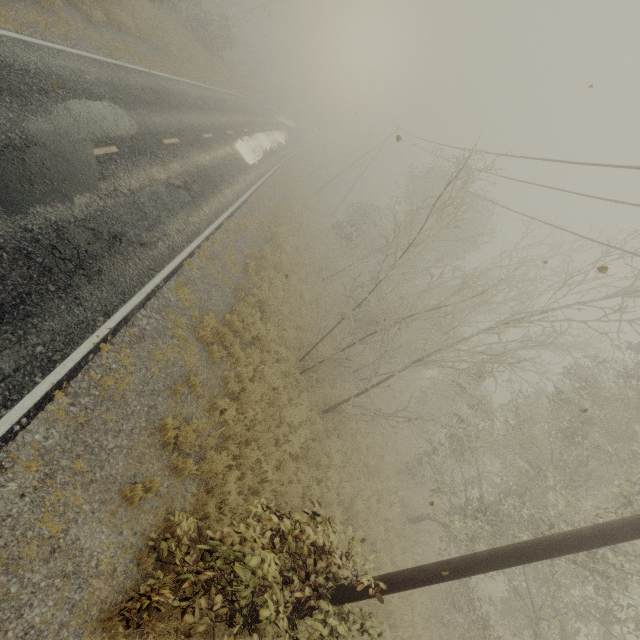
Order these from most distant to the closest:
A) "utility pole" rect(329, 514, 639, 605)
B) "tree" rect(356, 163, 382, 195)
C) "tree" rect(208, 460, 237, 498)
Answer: "tree" rect(356, 163, 382, 195) → "tree" rect(208, 460, 237, 498) → "utility pole" rect(329, 514, 639, 605)

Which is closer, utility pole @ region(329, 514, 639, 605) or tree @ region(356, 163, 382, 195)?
utility pole @ region(329, 514, 639, 605)

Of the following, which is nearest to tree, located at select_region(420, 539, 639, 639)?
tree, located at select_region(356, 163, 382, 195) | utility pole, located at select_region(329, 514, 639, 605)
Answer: utility pole, located at select_region(329, 514, 639, 605)

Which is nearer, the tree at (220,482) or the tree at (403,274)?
the tree at (403,274)

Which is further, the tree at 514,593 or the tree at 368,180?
the tree at 368,180

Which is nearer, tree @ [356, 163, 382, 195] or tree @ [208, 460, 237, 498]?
tree @ [208, 460, 237, 498]

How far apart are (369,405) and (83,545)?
14.8m
